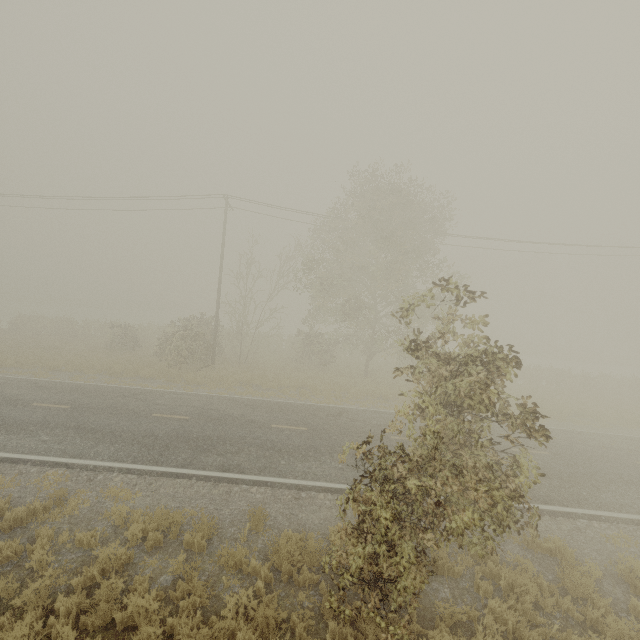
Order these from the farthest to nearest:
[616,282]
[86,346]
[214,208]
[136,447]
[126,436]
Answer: [616,282] < [86,346] < [214,208] < [126,436] < [136,447]
